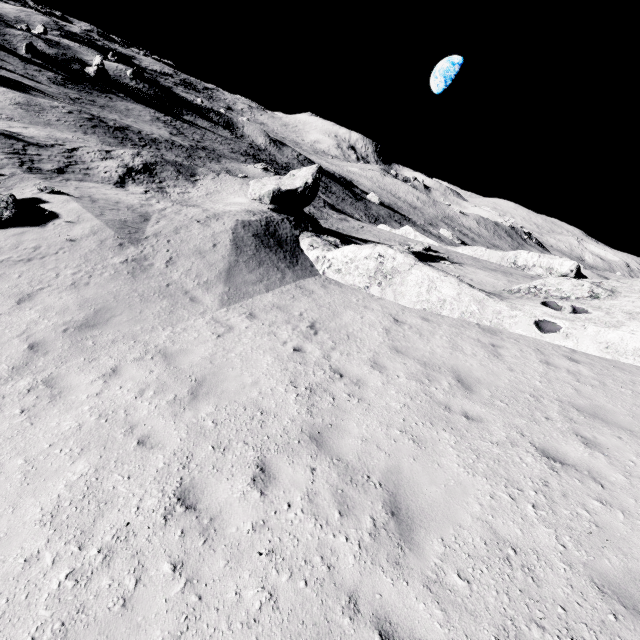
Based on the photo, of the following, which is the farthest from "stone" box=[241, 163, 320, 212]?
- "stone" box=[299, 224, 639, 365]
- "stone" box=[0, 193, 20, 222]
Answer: "stone" box=[0, 193, 20, 222]

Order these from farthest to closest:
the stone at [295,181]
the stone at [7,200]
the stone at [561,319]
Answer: the stone at [295,181] → the stone at [7,200] → the stone at [561,319]

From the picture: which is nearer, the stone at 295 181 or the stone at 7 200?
the stone at 7 200

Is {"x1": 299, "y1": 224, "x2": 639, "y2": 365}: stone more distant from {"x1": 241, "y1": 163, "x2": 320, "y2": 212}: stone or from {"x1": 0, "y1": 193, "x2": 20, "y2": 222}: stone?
{"x1": 0, "y1": 193, "x2": 20, "y2": 222}: stone

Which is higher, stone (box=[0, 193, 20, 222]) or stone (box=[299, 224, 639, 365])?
stone (box=[299, 224, 639, 365])

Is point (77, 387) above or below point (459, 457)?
below
